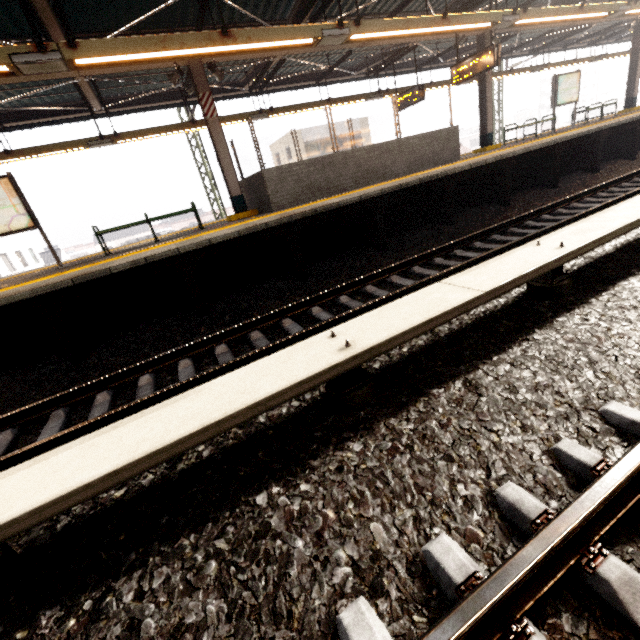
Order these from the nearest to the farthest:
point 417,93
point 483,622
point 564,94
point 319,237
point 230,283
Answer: point 483,622 → point 230,283 → point 319,237 → point 417,93 → point 564,94

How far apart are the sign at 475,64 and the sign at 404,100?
1.38m

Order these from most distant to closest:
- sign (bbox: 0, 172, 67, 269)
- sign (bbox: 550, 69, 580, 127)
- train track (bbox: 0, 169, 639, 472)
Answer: sign (bbox: 550, 69, 580, 127)
sign (bbox: 0, 172, 67, 269)
train track (bbox: 0, 169, 639, 472)

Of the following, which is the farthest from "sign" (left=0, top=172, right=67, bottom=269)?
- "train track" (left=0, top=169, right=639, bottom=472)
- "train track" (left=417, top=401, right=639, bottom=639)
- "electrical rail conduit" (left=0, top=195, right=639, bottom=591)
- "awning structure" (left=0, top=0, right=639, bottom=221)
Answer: "train track" (left=417, top=401, right=639, bottom=639)

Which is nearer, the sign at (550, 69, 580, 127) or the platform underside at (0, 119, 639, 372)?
the platform underside at (0, 119, 639, 372)

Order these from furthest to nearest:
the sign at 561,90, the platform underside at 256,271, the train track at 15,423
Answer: the sign at 561,90, the platform underside at 256,271, the train track at 15,423

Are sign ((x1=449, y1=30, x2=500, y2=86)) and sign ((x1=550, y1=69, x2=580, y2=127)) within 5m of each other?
no

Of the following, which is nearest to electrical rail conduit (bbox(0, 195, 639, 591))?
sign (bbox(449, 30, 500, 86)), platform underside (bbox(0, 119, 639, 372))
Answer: platform underside (bbox(0, 119, 639, 372))
